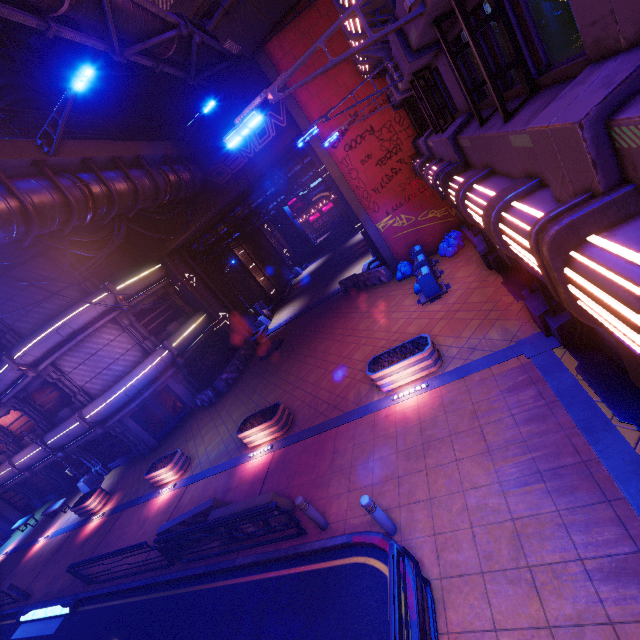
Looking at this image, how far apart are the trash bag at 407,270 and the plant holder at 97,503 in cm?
2009

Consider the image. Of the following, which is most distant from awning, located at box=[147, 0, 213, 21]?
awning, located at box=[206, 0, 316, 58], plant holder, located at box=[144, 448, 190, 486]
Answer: plant holder, located at box=[144, 448, 190, 486]

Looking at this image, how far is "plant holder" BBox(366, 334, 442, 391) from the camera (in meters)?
9.45

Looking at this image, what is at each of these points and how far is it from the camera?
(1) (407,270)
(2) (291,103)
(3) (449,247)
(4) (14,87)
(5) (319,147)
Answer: (1) trash bag, 16.7m
(2) column, 15.1m
(3) trash bag, 15.6m
(4) building, 17.6m
(5) column, 15.7m

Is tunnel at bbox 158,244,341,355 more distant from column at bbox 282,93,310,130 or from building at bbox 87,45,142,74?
building at bbox 87,45,142,74

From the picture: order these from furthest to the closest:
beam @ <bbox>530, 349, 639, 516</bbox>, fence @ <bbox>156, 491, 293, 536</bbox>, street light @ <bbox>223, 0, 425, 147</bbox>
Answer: fence @ <bbox>156, 491, 293, 536</bbox> < beam @ <bbox>530, 349, 639, 516</bbox> < street light @ <bbox>223, 0, 425, 147</bbox>

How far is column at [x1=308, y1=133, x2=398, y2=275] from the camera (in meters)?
15.75

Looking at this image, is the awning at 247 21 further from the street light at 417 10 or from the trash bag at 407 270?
the trash bag at 407 270
